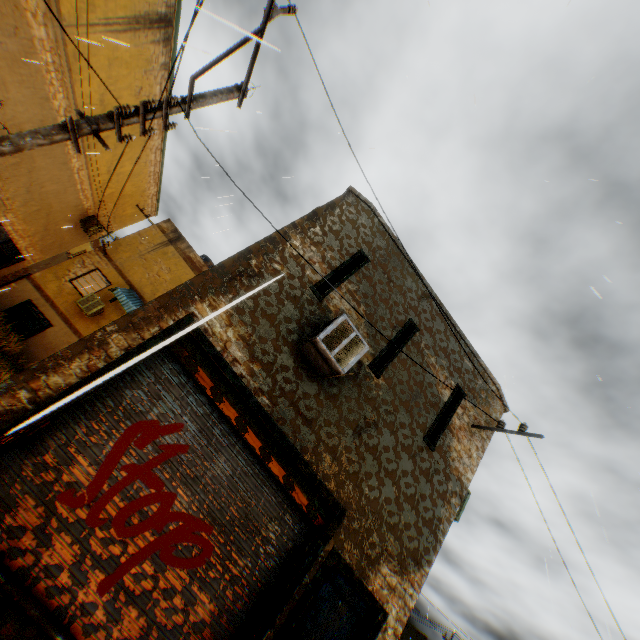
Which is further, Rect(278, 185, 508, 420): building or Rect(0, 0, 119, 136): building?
Rect(0, 0, 119, 136): building

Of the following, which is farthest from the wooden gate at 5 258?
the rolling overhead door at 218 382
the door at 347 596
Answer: the door at 347 596

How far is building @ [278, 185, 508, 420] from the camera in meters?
6.9

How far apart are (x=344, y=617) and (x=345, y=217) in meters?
7.6

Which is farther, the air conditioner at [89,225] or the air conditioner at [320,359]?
the air conditioner at [89,225]

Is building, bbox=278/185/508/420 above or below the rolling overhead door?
above

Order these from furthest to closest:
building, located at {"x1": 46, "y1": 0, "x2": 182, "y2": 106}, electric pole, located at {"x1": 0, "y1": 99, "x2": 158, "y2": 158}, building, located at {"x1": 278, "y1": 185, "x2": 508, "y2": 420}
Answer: building, located at {"x1": 46, "y1": 0, "x2": 182, "y2": 106} < building, located at {"x1": 278, "y1": 185, "x2": 508, "y2": 420} < electric pole, located at {"x1": 0, "y1": 99, "x2": 158, "y2": 158}

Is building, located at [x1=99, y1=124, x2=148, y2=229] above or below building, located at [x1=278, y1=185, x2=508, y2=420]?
above
